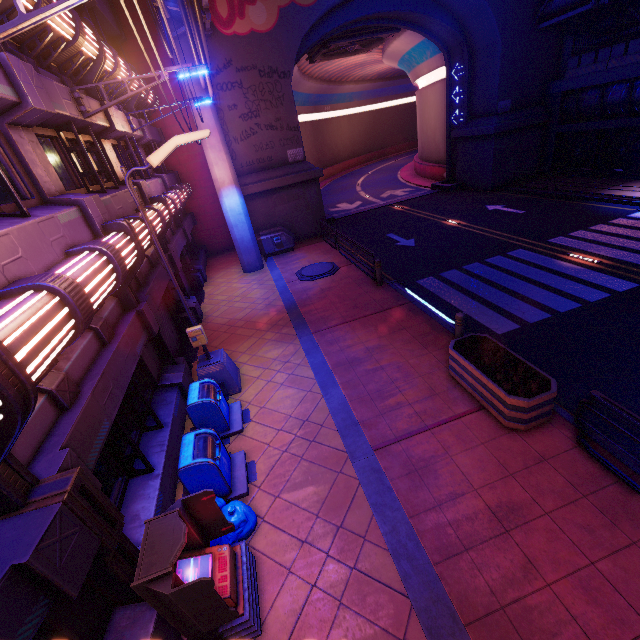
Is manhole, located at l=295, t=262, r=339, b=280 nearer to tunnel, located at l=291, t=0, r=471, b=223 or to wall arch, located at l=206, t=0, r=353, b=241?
wall arch, located at l=206, t=0, r=353, b=241

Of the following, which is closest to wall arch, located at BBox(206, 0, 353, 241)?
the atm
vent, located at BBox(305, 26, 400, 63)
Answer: vent, located at BBox(305, 26, 400, 63)

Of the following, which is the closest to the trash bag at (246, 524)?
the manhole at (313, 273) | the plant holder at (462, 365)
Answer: the plant holder at (462, 365)

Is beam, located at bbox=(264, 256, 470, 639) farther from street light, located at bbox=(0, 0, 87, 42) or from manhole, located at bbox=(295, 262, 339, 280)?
street light, located at bbox=(0, 0, 87, 42)

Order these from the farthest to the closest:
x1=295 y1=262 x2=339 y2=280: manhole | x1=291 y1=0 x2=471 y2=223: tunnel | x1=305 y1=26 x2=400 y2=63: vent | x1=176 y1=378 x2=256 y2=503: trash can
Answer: x1=305 y1=26 x2=400 y2=63: vent
x1=291 y1=0 x2=471 y2=223: tunnel
x1=295 y1=262 x2=339 y2=280: manhole
x1=176 y1=378 x2=256 y2=503: trash can

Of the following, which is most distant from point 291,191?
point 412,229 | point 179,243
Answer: point 179,243

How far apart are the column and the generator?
18.8m

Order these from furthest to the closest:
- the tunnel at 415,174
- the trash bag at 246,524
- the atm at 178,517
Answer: the tunnel at 415,174, the trash bag at 246,524, the atm at 178,517
